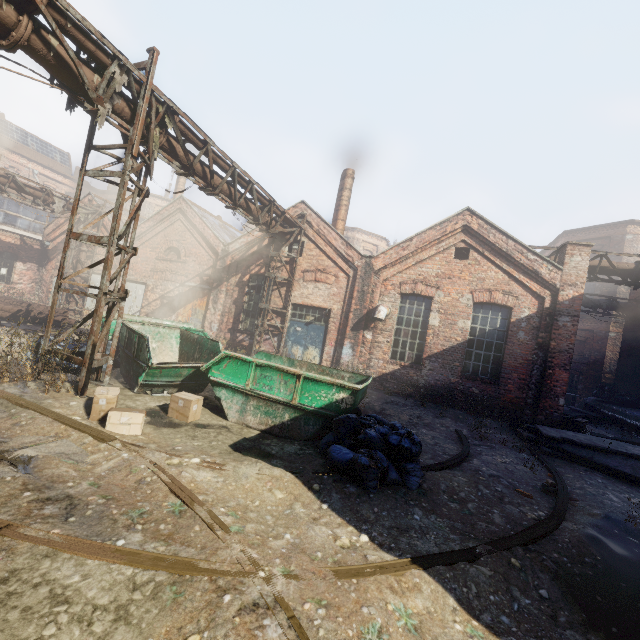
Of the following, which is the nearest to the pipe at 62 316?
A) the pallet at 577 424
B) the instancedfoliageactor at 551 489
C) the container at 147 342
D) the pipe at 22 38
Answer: the pipe at 22 38

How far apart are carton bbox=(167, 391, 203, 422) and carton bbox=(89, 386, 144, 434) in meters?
0.7 m

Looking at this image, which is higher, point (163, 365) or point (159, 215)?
point (159, 215)

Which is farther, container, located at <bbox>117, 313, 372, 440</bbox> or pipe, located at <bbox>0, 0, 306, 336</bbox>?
container, located at <bbox>117, 313, 372, 440</bbox>

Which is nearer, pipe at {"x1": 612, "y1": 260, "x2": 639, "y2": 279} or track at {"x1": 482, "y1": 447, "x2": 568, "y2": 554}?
track at {"x1": 482, "y1": 447, "x2": 568, "y2": 554}

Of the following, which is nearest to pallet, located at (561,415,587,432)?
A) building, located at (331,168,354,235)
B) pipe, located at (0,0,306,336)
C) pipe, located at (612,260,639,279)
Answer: pipe, located at (612,260,639,279)

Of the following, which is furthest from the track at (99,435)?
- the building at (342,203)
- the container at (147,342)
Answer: the building at (342,203)

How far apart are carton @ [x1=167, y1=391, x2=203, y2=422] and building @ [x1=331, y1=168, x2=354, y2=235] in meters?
11.5
